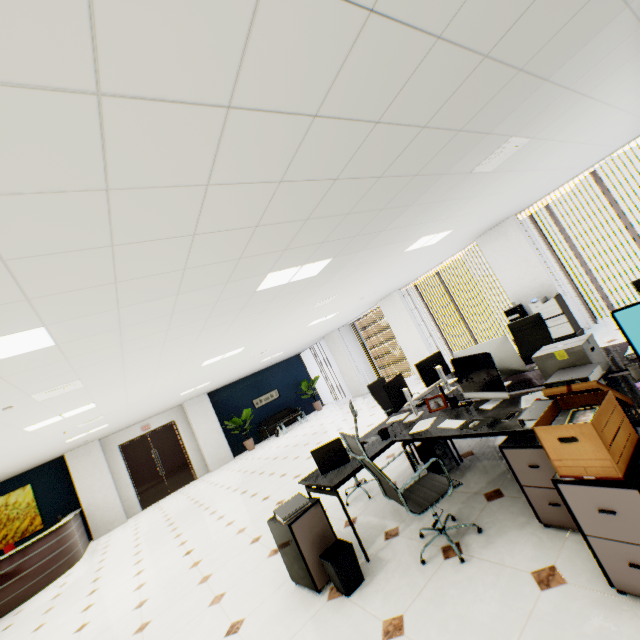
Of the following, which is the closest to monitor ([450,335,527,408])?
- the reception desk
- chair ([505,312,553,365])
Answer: chair ([505,312,553,365])

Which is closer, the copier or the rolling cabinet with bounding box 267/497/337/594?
the rolling cabinet with bounding box 267/497/337/594

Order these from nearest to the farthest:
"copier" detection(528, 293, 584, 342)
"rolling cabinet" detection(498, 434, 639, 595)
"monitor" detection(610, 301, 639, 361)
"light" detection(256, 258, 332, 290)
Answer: "rolling cabinet" detection(498, 434, 639, 595)
"monitor" detection(610, 301, 639, 361)
"light" detection(256, 258, 332, 290)
"copier" detection(528, 293, 584, 342)

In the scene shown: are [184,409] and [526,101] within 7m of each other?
no

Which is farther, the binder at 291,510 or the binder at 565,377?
the binder at 291,510

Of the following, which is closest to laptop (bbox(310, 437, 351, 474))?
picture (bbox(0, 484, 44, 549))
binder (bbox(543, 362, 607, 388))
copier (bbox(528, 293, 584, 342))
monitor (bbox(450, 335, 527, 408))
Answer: monitor (bbox(450, 335, 527, 408))

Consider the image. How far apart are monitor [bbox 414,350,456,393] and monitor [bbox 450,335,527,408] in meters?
0.9 m

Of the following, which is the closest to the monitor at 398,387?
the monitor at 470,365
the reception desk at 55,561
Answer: the monitor at 470,365
